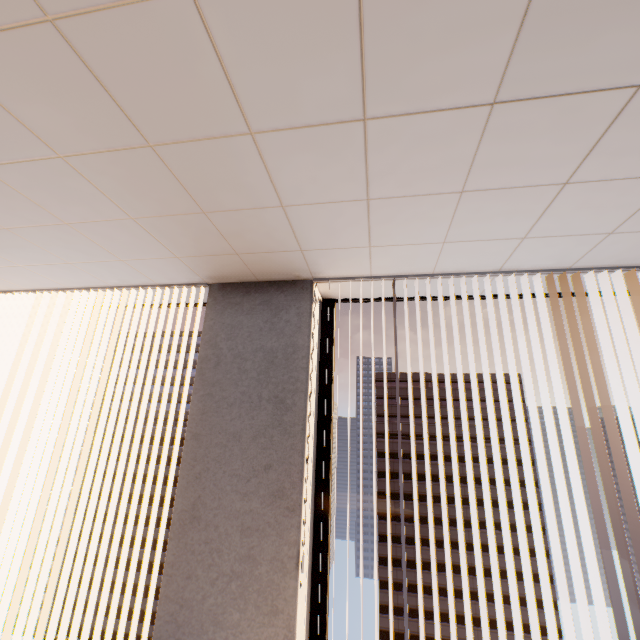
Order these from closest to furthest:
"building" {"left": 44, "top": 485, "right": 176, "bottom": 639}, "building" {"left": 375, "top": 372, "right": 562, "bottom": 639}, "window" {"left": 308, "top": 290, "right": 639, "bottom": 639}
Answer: "window" {"left": 308, "top": 290, "right": 639, "bottom": 639}, "building" {"left": 375, "top": 372, "right": 562, "bottom": 639}, "building" {"left": 44, "top": 485, "right": 176, "bottom": 639}

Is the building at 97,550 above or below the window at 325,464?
below

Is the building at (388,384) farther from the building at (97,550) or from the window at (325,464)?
the window at (325,464)

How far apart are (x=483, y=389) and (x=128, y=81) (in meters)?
61.80

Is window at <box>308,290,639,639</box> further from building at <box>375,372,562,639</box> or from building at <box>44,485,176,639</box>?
building at <box>44,485,176,639</box>

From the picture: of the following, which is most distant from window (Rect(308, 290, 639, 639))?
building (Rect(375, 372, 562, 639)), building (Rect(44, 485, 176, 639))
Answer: building (Rect(44, 485, 176, 639))

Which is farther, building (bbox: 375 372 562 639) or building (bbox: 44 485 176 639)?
building (bbox: 44 485 176 639)
